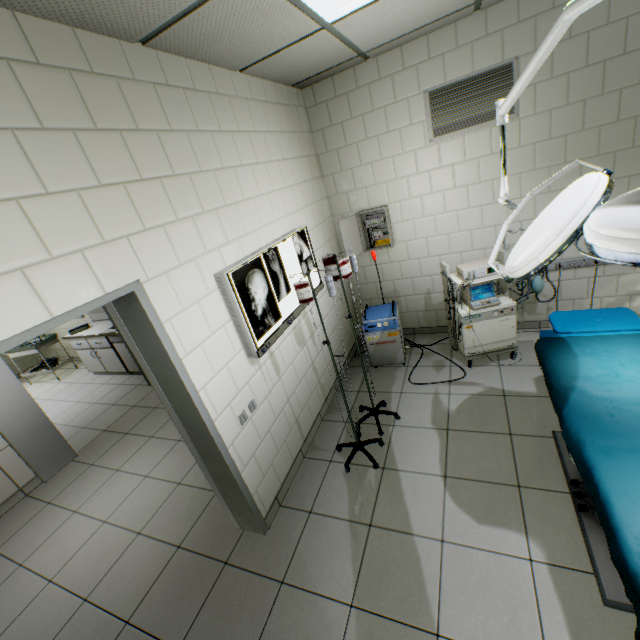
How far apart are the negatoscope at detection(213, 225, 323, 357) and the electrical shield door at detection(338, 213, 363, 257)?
0.6m

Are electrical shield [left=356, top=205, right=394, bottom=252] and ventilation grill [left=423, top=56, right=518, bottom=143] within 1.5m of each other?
yes

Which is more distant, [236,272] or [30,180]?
[236,272]

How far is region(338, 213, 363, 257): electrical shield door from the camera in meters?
3.8 m

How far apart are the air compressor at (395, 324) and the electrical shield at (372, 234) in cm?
68

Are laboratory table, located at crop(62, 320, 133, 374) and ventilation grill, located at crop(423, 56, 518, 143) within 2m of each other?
no

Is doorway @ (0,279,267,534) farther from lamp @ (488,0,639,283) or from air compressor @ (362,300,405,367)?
lamp @ (488,0,639,283)

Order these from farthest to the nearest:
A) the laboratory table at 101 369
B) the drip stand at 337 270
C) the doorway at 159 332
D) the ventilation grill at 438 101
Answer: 1. the laboratory table at 101 369
2. the ventilation grill at 438 101
3. the drip stand at 337 270
4. the doorway at 159 332
